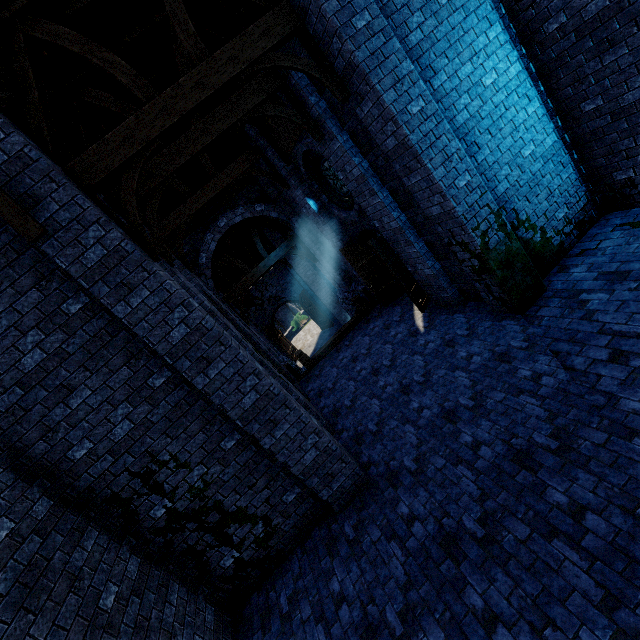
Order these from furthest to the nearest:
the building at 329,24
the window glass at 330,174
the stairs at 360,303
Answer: the stairs at 360,303, the window glass at 330,174, the building at 329,24

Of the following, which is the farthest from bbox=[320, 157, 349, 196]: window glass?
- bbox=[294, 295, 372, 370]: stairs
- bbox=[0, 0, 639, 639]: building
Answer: bbox=[294, 295, 372, 370]: stairs

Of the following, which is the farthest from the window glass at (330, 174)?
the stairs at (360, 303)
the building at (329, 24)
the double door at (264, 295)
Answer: the double door at (264, 295)

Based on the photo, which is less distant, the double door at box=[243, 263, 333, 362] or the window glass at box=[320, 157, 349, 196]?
the window glass at box=[320, 157, 349, 196]

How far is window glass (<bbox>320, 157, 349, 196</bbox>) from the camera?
9.3 meters

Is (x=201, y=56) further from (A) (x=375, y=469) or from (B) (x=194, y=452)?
(A) (x=375, y=469)

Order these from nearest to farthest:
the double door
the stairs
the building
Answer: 1. the building
2. the stairs
3. the double door

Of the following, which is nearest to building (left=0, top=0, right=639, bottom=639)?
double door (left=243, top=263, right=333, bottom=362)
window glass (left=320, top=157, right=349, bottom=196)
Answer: double door (left=243, top=263, right=333, bottom=362)
